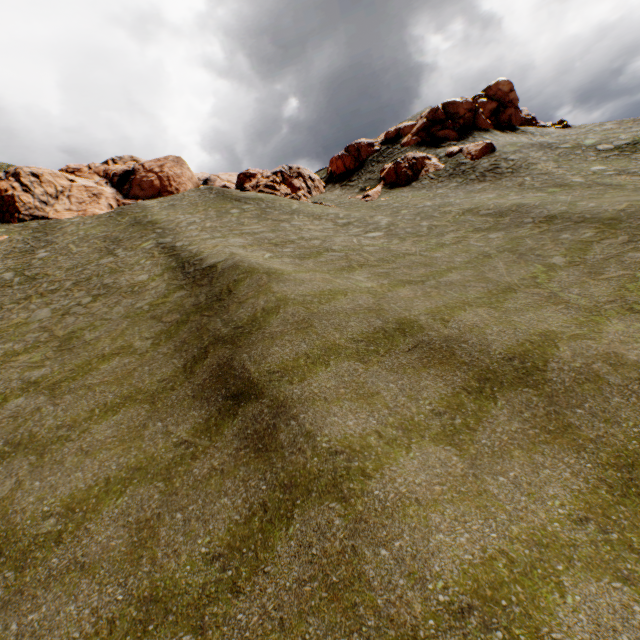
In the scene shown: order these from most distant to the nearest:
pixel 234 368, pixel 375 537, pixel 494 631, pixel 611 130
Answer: pixel 611 130
pixel 234 368
pixel 375 537
pixel 494 631

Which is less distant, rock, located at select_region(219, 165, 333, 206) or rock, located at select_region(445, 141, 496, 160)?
rock, located at select_region(445, 141, 496, 160)

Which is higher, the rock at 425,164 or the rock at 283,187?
the rock at 283,187

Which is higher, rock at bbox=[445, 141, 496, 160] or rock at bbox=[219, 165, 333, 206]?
rock at bbox=[219, 165, 333, 206]

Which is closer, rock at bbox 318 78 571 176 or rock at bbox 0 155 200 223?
rock at bbox 0 155 200 223

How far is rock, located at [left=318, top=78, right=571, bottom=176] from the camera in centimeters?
4159cm

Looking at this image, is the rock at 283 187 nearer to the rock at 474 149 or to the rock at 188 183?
the rock at 474 149

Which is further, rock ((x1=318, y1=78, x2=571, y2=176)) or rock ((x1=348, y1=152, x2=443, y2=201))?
rock ((x1=318, y1=78, x2=571, y2=176))
